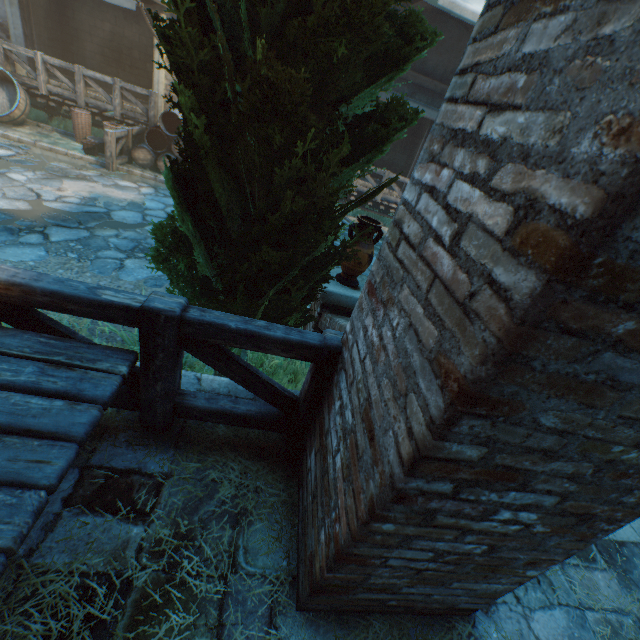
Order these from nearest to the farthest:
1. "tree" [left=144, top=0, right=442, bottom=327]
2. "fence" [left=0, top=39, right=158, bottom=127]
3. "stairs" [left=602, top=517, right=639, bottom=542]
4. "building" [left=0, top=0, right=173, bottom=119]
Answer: "tree" [left=144, top=0, right=442, bottom=327] → "stairs" [left=602, top=517, right=639, bottom=542] → "fence" [left=0, top=39, right=158, bottom=127] → "building" [left=0, top=0, right=173, bottom=119]

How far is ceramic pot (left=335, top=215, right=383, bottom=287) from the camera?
3.5 meters

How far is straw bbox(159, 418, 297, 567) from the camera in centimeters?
194cm

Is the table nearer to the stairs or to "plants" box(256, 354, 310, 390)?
"plants" box(256, 354, 310, 390)

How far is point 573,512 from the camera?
1.1m

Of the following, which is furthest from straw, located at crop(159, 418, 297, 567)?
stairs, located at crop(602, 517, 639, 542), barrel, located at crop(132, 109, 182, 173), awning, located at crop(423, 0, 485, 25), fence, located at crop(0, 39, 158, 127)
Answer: awning, located at crop(423, 0, 485, 25)

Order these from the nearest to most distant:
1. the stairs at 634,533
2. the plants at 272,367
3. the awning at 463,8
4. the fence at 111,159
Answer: the stairs at 634,533 < the plants at 272,367 < the awning at 463,8 < the fence at 111,159

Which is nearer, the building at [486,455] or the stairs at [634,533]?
the building at [486,455]
